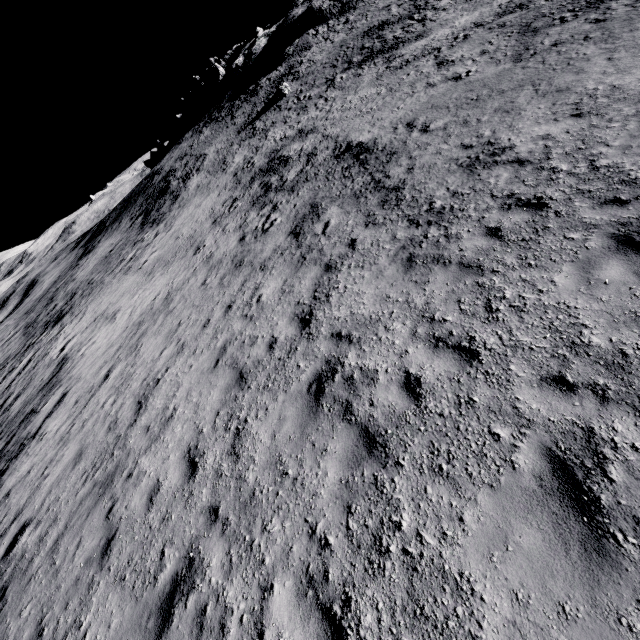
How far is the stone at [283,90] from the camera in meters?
36.9

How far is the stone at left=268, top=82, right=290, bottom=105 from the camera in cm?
3694

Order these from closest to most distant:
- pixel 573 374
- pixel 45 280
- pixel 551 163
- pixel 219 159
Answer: pixel 573 374 < pixel 551 163 < pixel 219 159 < pixel 45 280
